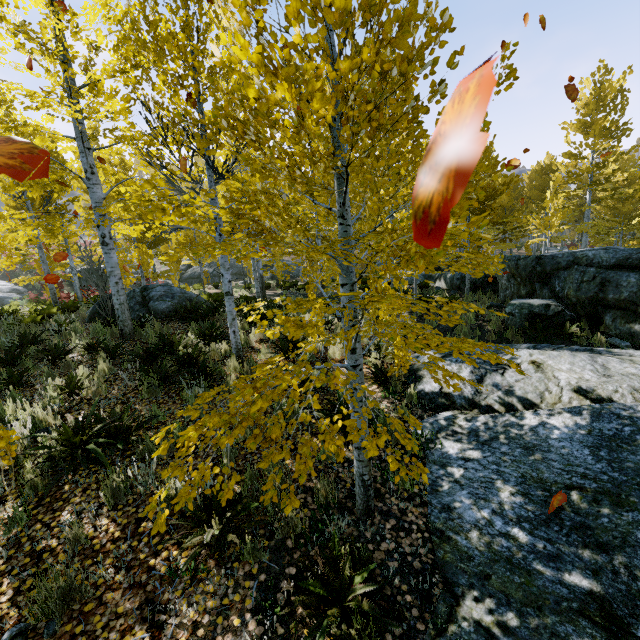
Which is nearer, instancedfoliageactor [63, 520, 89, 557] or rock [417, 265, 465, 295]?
instancedfoliageactor [63, 520, 89, 557]

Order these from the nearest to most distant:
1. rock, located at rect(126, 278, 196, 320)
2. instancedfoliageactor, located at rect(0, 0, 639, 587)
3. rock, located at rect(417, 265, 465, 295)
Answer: instancedfoliageactor, located at rect(0, 0, 639, 587)
rock, located at rect(126, 278, 196, 320)
rock, located at rect(417, 265, 465, 295)

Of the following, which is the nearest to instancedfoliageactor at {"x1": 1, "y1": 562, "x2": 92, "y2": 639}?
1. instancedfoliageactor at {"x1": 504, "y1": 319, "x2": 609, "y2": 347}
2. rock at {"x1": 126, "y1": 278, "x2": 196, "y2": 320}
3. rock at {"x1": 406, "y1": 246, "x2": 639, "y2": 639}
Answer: rock at {"x1": 406, "y1": 246, "x2": 639, "y2": 639}

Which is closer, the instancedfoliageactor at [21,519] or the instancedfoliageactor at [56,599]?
→ the instancedfoliageactor at [56,599]

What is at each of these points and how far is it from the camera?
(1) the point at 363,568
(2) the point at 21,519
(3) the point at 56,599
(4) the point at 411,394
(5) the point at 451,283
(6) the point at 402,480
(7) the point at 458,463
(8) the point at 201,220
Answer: (1) instancedfoliageactor, 2.6 meters
(2) instancedfoliageactor, 3.4 meters
(3) instancedfoliageactor, 2.7 meters
(4) instancedfoliageactor, 5.4 meters
(5) rock, 14.9 meters
(6) instancedfoliageactor, 3.8 meters
(7) rock, 3.9 meters
(8) instancedfoliageactor, 3.0 meters

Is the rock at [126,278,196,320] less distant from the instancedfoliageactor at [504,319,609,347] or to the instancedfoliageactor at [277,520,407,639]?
the instancedfoliageactor at [277,520,407,639]

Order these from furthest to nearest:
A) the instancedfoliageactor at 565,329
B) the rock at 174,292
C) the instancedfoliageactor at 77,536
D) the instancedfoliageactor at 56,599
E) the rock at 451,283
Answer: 1. the rock at 451,283
2. the rock at 174,292
3. the instancedfoliageactor at 565,329
4. the instancedfoliageactor at 77,536
5. the instancedfoliageactor at 56,599

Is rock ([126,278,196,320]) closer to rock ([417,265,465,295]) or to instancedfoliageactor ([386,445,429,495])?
instancedfoliageactor ([386,445,429,495])
